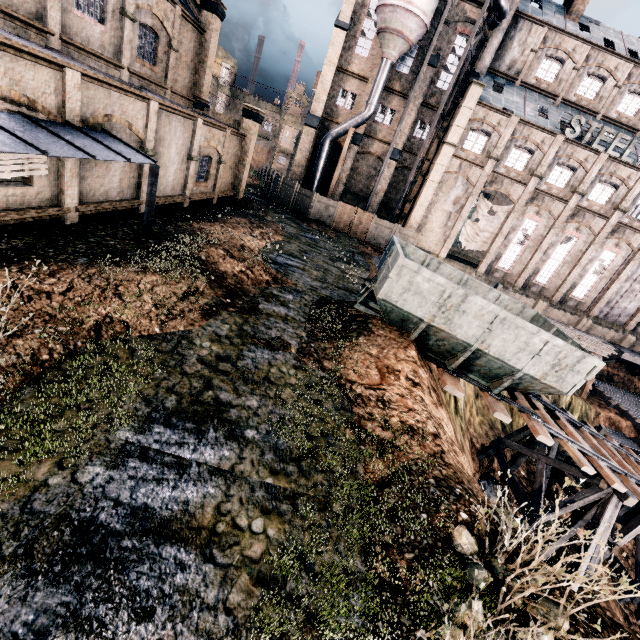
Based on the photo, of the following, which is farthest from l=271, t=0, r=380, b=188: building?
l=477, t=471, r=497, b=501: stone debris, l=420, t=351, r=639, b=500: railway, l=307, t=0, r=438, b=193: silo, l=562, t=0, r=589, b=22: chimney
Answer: l=477, t=471, r=497, b=501: stone debris

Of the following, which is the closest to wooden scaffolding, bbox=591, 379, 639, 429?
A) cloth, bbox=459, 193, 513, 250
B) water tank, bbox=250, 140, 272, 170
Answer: cloth, bbox=459, 193, 513, 250

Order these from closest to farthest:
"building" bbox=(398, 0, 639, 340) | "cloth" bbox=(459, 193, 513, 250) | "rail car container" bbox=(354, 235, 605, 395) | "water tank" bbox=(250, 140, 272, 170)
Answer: "rail car container" bbox=(354, 235, 605, 395), "building" bbox=(398, 0, 639, 340), "cloth" bbox=(459, 193, 513, 250), "water tank" bbox=(250, 140, 272, 170)

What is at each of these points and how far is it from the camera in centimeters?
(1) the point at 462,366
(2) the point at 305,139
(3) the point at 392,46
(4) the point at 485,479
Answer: (1) rail car container, 1295cm
(2) building, 3447cm
(3) silo, 2858cm
(4) stone debris, 1836cm

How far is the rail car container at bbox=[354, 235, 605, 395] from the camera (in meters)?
11.02

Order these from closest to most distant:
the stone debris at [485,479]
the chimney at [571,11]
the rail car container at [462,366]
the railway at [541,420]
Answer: the rail car container at [462,366] < the railway at [541,420] < the stone debris at [485,479] < the chimney at [571,11]

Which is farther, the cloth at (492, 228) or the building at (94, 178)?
the cloth at (492, 228)

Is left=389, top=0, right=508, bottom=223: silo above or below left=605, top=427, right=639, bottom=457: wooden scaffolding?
above
